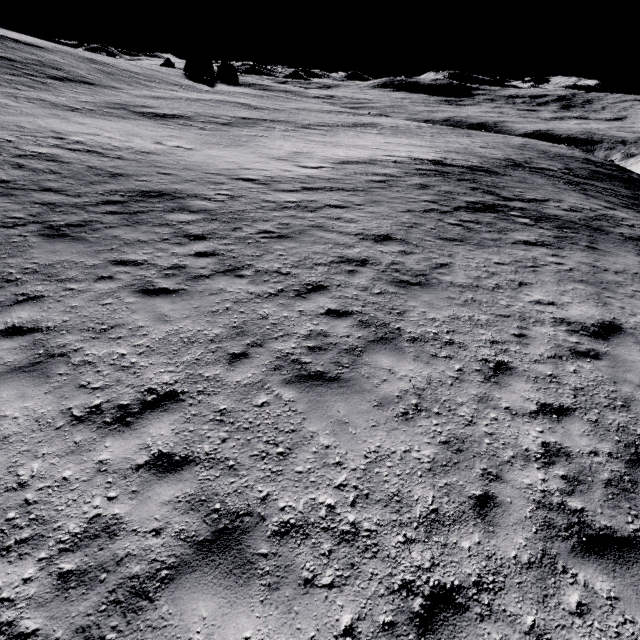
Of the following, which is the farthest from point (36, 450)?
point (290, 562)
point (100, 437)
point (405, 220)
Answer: point (405, 220)
